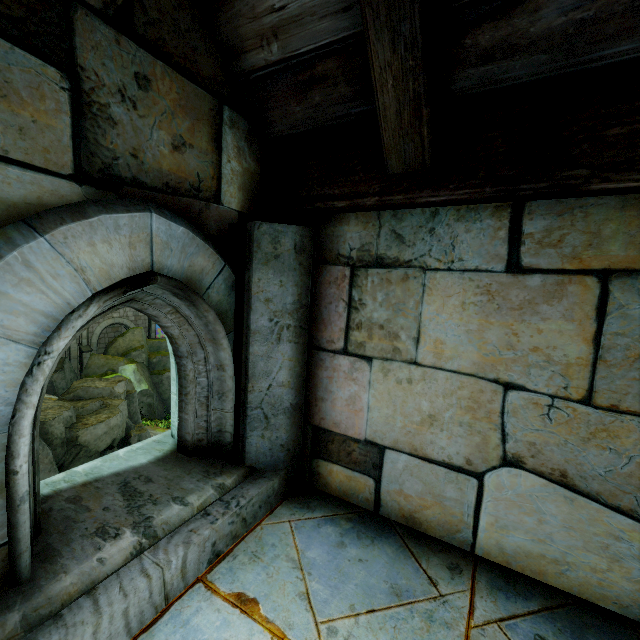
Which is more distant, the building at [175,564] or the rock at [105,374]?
the rock at [105,374]

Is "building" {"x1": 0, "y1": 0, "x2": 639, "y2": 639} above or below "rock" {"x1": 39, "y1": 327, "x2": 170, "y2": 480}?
above

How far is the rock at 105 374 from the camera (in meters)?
12.48

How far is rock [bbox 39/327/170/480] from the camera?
12.48m

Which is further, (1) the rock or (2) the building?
(1) the rock

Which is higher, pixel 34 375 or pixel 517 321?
pixel 517 321
